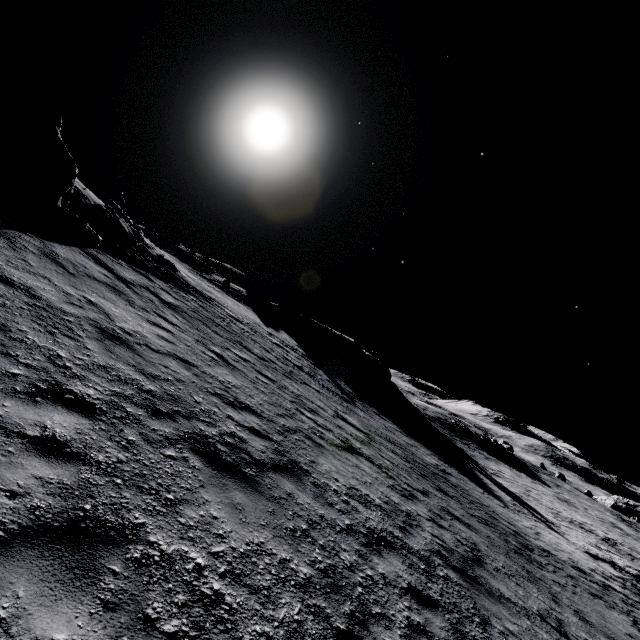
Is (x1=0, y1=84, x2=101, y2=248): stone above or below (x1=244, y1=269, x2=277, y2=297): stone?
below

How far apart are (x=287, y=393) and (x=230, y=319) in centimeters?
904cm

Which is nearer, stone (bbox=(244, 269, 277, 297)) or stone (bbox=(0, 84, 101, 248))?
stone (bbox=(0, 84, 101, 248))

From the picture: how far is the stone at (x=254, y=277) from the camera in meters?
57.1 m

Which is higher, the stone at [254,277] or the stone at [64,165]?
the stone at [254,277]

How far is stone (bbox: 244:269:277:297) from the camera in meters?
57.1 m
